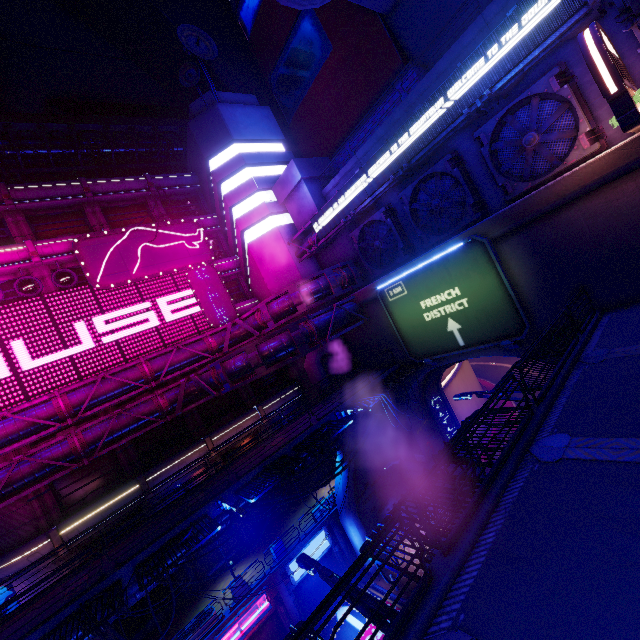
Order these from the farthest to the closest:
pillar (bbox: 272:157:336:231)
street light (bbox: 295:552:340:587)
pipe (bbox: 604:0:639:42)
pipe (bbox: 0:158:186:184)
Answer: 1. pipe (bbox: 0:158:186:184)
2. pillar (bbox: 272:157:336:231)
3. pipe (bbox: 604:0:639:42)
4. street light (bbox: 295:552:340:587)

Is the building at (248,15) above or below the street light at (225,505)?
above

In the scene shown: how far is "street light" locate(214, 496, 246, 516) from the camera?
11.9 meters

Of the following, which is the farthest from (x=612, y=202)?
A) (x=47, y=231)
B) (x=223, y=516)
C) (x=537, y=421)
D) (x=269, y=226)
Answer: (x=47, y=231)

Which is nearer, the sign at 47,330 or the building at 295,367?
the sign at 47,330

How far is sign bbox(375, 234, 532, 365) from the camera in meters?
15.7 m

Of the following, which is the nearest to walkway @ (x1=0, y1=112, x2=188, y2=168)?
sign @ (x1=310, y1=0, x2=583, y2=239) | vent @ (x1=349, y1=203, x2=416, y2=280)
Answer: sign @ (x1=310, y1=0, x2=583, y2=239)

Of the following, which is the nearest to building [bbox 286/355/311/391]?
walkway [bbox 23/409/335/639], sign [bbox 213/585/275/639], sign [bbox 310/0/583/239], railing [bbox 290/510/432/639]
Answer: walkway [bbox 23/409/335/639]
